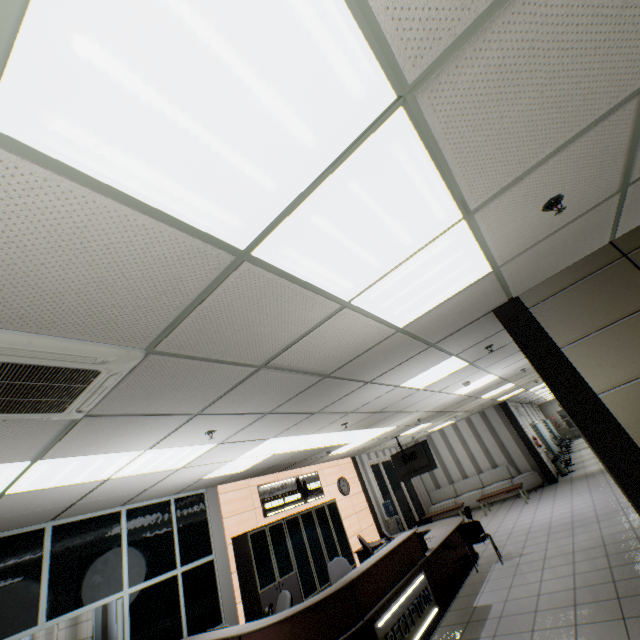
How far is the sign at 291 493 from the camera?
8.0 meters

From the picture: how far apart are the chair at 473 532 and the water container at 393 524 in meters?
4.3

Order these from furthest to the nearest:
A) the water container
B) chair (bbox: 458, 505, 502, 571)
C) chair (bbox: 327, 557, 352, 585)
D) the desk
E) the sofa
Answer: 1. the sofa
2. the water container
3. chair (bbox: 458, 505, 502, 571)
4. chair (bbox: 327, 557, 352, 585)
5. the desk

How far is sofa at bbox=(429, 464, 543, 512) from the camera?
12.2m

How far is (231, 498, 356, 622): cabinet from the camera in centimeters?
631cm

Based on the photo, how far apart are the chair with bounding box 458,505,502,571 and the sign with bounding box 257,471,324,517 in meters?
4.0 m

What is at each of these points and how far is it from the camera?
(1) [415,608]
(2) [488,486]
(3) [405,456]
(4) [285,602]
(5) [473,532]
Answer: (1) sign, 4.9m
(2) sofa, 12.9m
(3) tv, 10.1m
(4) chair, 5.0m
(5) chair, 6.7m

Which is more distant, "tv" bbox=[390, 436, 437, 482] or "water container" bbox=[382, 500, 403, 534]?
"water container" bbox=[382, 500, 403, 534]
